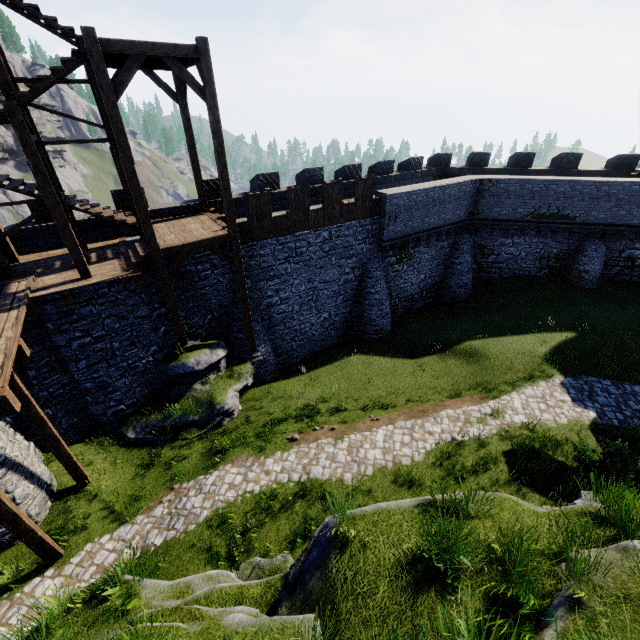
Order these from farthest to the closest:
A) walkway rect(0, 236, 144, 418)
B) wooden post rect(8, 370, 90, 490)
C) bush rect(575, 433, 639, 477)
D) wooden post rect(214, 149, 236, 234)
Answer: wooden post rect(214, 149, 236, 234) → bush rect(575, 433, 639, 477) → wooden post rect(8, 370, 90, 490) → walkway rect(0, 236, 144, 418)

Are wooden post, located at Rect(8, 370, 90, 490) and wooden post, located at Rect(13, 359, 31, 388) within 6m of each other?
yes

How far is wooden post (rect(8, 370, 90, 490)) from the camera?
8.5 meters

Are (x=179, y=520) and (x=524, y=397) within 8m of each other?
no

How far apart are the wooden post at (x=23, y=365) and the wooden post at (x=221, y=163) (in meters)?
7.70

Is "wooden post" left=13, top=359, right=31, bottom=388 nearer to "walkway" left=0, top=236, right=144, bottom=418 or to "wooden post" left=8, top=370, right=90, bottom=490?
"walkway" left=0, top=236, right=144, bottom=418

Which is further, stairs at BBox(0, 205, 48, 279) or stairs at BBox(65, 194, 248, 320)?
stairs at BBox(65, 194, 248, 320)

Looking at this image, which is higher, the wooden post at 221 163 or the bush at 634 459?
the wooden post at 221 163
